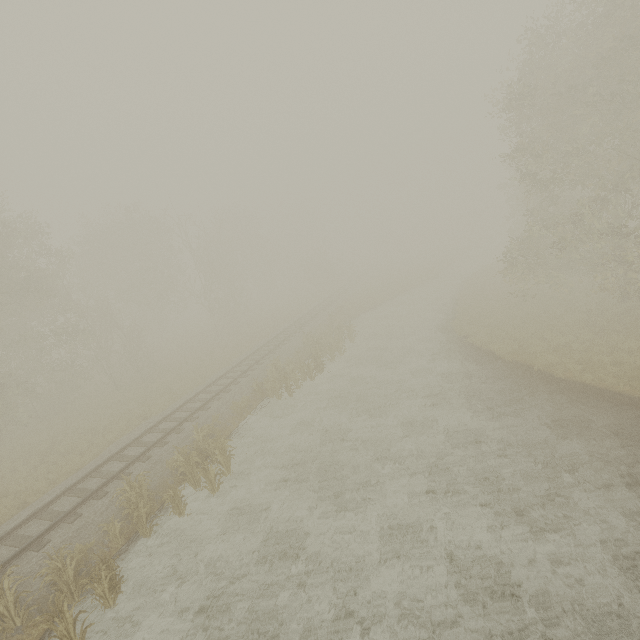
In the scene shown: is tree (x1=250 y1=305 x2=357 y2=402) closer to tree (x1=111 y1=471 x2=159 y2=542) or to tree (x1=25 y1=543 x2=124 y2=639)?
tree (x1=111 y1=471 x2=159 y2=542)

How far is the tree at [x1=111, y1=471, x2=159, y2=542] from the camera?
10.01m

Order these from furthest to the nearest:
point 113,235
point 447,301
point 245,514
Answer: point 113,235, point 447,301, point 245,514

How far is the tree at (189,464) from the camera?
10.77m

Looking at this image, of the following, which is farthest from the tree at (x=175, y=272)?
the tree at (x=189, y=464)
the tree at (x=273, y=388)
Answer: the tree at (x=189, y=464)

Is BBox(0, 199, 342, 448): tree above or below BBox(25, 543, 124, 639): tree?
above

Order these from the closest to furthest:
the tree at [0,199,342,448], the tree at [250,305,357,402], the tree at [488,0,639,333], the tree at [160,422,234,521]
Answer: the tree at [160,422,234,521]
the tree at [488,0,639,333]
the tree at [250,305,357,402]
the tree at [0,199,342,448]
